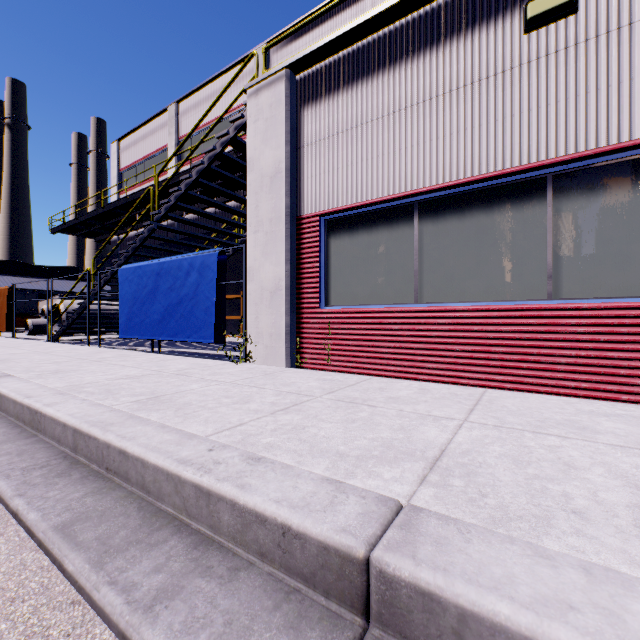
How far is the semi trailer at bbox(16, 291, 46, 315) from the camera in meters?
40.5

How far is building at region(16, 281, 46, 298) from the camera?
48.50m

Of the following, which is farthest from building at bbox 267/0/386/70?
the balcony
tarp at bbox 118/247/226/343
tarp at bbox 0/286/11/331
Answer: tarp at bbox 0/286/11/331

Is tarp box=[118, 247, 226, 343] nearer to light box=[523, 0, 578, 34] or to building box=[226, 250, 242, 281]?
building box=[226, 250, 242, 281]

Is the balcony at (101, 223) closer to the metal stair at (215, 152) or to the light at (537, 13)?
the metal stair at (215, 152)

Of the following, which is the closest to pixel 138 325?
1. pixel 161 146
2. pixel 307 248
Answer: pixel 307 248

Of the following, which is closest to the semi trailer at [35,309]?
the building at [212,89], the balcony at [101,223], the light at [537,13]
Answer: the building at [212,89]

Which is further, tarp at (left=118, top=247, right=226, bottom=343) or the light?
tarp at (left=118, top=247, right=226, bottom=343)
